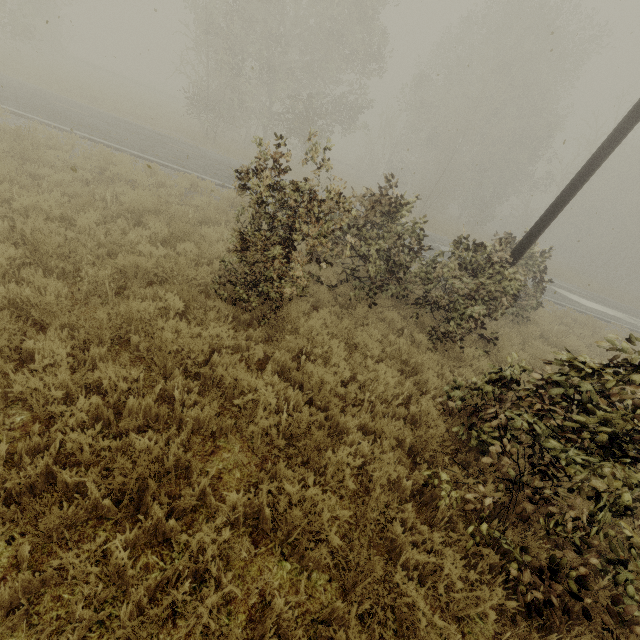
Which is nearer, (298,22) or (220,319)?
(220,319)

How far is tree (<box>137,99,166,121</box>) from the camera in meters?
21.4

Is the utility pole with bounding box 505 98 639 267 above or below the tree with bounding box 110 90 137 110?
above

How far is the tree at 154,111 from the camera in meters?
21.4 m

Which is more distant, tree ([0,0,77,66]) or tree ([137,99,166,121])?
tree ([137,99,166,121])

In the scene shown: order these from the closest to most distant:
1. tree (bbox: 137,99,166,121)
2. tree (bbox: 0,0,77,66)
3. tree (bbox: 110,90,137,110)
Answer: tree (bbox: 0,0,77,66)
tree (bbox: 110,90,137,110)
tree (bbox: 137,99,166,121)

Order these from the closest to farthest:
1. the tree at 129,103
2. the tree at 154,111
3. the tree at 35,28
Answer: the tree at 35,28, the tree at 129,103, the tree at 154,111
